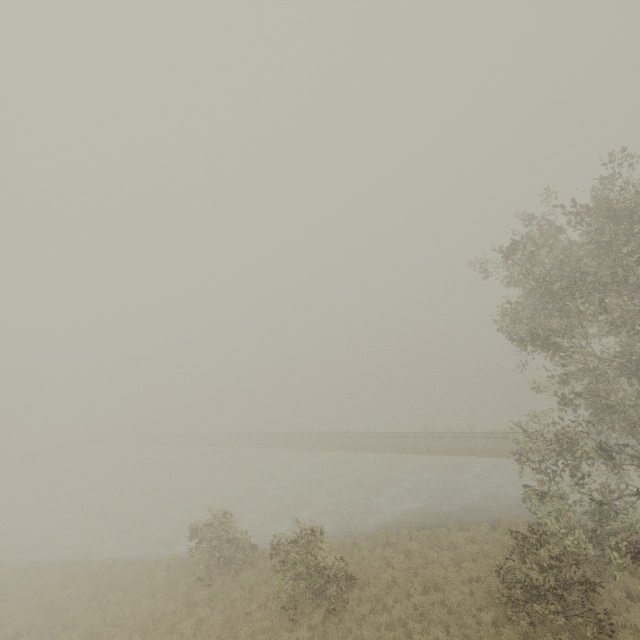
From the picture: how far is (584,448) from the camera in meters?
11.7 m
